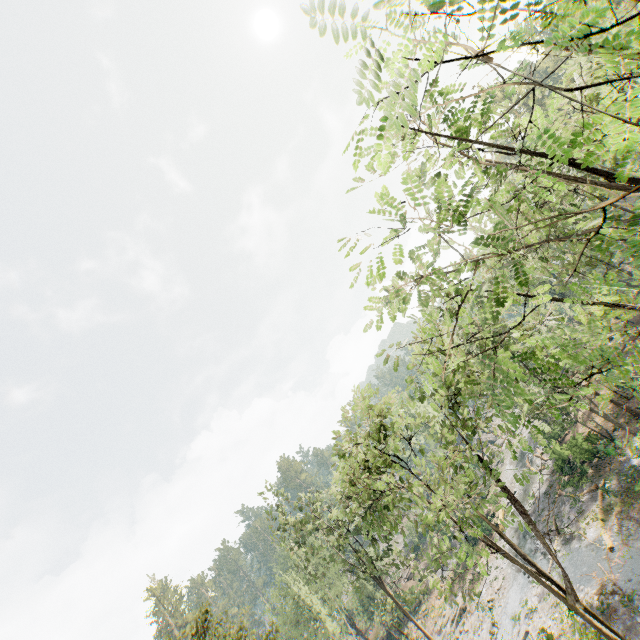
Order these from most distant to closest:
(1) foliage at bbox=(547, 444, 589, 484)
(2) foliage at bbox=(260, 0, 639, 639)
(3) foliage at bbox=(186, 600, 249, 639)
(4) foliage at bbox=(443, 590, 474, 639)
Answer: (1) foliage at bbox=(547, 444, 589, 484) < (3) foliage at bbox=(186, 600, 249, 639) < (4) foliage at bbox=(443, 590, 474, 639) < (2) foliage at bbox=(260, 0, 639, 639)

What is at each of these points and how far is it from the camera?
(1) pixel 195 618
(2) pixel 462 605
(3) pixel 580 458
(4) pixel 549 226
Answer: (1) foliage, 14.95m
(2) foliage, 37.09m
(3) foliage, 30.77m
(4) foliage, 4.29m

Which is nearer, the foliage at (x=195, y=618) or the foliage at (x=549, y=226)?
the foliage at (x=549, y=226)

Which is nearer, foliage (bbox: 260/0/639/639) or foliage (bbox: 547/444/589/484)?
foliage (bbox: 260/0/639/639)

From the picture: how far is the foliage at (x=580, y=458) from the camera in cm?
3042
